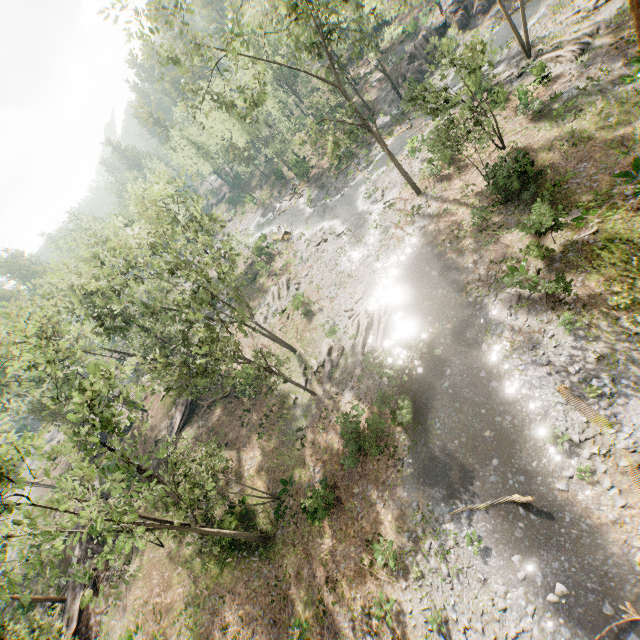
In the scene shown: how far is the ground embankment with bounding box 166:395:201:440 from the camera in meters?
32.8 m

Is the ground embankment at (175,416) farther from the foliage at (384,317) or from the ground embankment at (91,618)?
the ground embankment at (91,618)

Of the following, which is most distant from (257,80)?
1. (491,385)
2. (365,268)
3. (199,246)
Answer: (491,385)

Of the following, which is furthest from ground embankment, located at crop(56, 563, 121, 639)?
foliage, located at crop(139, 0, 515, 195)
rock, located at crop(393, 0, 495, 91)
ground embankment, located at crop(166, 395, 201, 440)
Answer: rock, located at crop(393, 0, 495, 91)

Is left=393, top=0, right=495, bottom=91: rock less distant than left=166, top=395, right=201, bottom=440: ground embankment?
No

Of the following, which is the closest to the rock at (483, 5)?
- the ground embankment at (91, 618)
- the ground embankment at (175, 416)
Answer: the ground embankment at (175, 416)

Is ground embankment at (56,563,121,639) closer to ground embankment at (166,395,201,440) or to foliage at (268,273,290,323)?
foliage at (268,273,290,323)

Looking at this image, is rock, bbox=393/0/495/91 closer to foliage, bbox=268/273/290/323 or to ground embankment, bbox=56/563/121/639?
foliage, bbox=268/273/290/323
